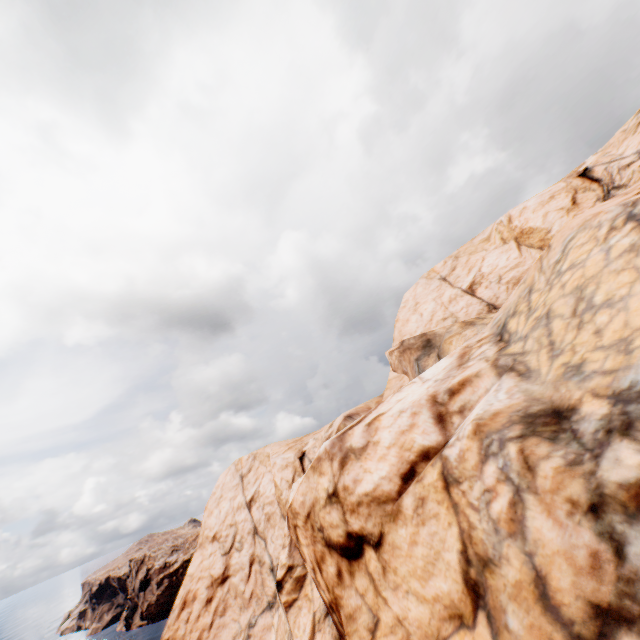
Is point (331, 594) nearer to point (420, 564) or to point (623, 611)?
point (420, 564)
